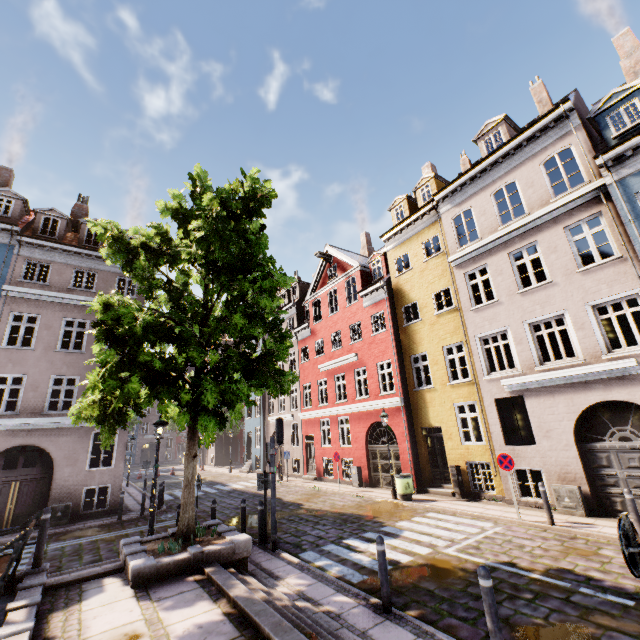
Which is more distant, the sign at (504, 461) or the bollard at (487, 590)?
the sign at (504, 461)

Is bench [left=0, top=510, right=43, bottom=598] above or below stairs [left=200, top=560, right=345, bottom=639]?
above

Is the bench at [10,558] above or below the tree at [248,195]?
below

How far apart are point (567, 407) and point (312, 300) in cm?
1719

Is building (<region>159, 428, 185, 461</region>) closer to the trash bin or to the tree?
the trash bin

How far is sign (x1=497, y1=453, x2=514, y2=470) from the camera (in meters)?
10.32

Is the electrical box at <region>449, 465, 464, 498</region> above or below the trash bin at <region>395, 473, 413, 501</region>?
above

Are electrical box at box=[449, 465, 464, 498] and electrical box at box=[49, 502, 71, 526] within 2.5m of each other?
no
